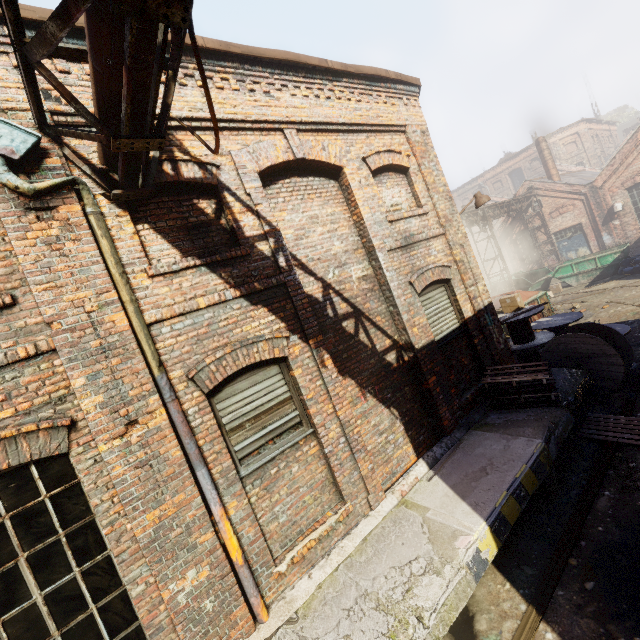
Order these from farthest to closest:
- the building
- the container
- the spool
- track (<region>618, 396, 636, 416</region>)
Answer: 1. the container
2. the spool
3. track (<region>618, 396, 636, 416</region>)
4. the building

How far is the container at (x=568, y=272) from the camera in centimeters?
1729cm

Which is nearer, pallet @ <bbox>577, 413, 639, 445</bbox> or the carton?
pallet @ <bbox>577, 413, 639, 445</bbox>

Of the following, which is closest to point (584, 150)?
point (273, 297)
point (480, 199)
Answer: point (480, 199)

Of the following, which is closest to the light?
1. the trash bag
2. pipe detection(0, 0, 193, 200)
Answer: pipe detection(0, 0, 193, 200)

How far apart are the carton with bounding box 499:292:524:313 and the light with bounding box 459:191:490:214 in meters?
2.6 m

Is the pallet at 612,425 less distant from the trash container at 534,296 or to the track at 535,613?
the track at 535,613

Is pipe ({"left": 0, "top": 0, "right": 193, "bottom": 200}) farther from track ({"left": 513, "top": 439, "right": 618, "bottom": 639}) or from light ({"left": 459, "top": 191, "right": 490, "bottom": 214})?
light ({"left": 459, "top": 191, "right": 490, "bottom": 214})
